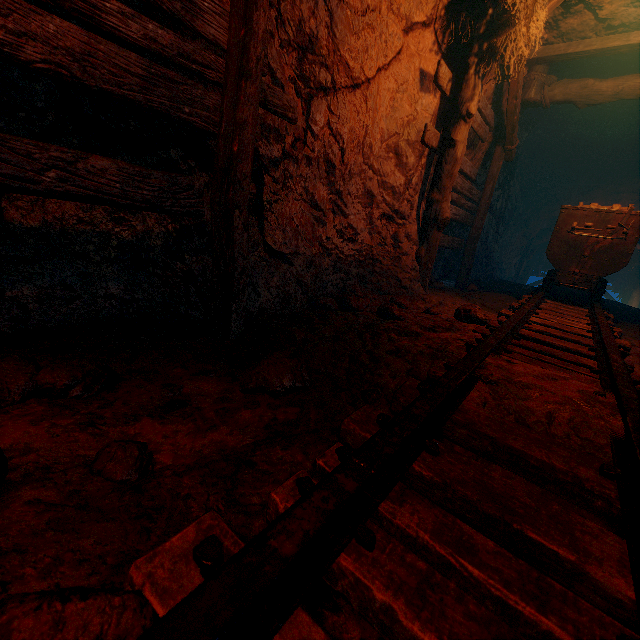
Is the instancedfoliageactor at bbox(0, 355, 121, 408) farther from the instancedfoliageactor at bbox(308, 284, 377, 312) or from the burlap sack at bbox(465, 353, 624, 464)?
the instancedfoliageactor at bbox(308, 284, 377, 312)

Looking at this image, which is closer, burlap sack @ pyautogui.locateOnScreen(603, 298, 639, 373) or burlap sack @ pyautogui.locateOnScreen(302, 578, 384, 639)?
burlap sack @ pyautogui.locateOnScreen(302, 578, 384, 639)

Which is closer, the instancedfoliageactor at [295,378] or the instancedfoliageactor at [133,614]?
the instancedfoliageactor at [133,614]

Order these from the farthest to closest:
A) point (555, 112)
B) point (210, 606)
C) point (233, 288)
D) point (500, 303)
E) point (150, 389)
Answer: point (555, 112) < point (500, 303) < point (233, 288) < point (150, 389) < point (210, 606)

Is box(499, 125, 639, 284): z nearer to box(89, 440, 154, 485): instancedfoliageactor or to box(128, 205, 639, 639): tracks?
box(128, 205, 639, 639): tracks

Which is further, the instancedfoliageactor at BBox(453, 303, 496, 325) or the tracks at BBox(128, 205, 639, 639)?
the instancedfoliageactor at BBox(453, 303, 496, 325)

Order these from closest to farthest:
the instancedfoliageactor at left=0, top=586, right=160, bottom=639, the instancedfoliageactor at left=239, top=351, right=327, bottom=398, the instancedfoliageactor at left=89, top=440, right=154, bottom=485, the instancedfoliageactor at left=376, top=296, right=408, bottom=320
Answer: the instancedfoliageactor at left=0, top=586, right=160, bottom=639, the instancedfoliageactor at left=89, top=440, right=154, bottom=485, the instancedfoliageactor at left=239, top=351, right=327, bottom=398, the instancedfoliageactor at left=376, top=296, right=408, bottom=320

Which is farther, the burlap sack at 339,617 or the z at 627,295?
the z at 627,295
